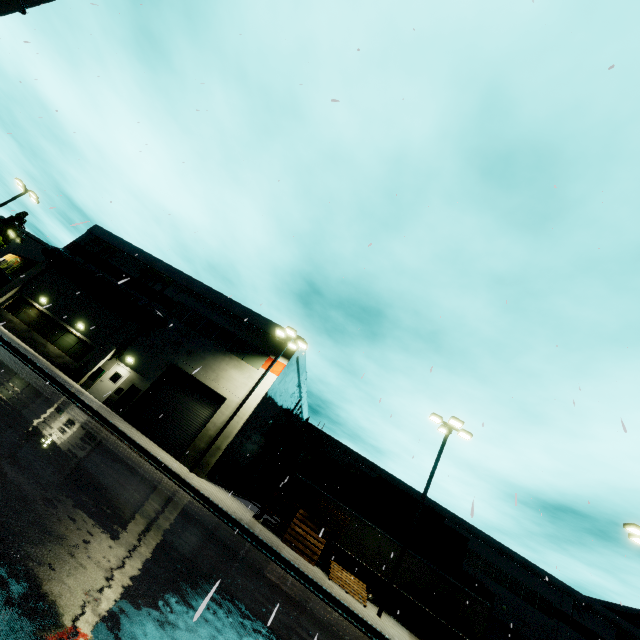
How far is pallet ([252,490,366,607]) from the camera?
15.1m

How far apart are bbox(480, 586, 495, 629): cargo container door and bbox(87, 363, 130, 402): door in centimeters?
3081cm

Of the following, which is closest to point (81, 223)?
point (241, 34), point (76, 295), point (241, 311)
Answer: point (241, 34)

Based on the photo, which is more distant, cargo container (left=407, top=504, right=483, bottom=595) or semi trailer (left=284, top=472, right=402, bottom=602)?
cargo container (left=407, top=504, right=483, bottom=595)

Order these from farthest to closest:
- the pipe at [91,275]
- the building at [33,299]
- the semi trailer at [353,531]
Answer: the pipe at [91,275] → the building at [33,299] → the semi trailer at [353,531]

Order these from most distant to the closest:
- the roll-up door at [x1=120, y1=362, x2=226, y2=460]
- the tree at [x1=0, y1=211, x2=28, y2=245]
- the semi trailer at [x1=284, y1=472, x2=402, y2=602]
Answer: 1. the tree at [x1=0, y1=211, x2=28, y2=245]
2. the roll-up door at [x1=120, y1=362, x2=226, y2=460]
3. the semi trailer at [x1=284, y1=472, x2=402, y2=602]

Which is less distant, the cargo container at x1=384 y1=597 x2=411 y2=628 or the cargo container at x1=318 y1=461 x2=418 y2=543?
the cargo container at x1=384 y1=597 x2=411 y2=628

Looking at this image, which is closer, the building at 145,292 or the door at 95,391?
the door at 95,391
